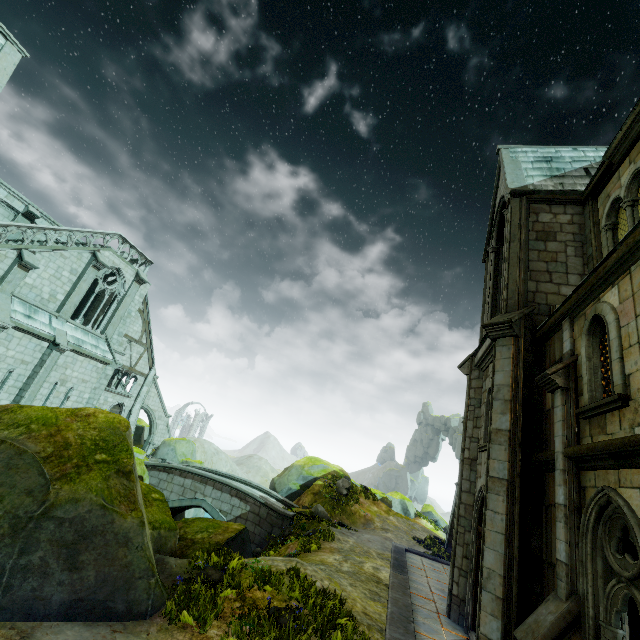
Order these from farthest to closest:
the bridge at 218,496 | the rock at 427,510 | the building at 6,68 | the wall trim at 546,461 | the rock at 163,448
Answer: the rock at 427,510 → the rock at 163,448 → the bridge at 218,496 → the building at 6,68 → the wall trim at 546,461

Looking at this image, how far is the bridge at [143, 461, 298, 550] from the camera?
19.16m

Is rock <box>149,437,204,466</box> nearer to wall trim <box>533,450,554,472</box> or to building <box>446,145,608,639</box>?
building <box>446,145,608,639</box>

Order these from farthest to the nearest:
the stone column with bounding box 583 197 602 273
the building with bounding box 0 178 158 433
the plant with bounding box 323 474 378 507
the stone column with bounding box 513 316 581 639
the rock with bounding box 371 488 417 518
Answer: the rock with bounding box 371 488 417 518
the plant with bounding box 323 474 378 507
the building with bounding box 0 178 158 433
the stone column with bounding box 583 197 602 273
the stone column with bounding box 513 316 581 639

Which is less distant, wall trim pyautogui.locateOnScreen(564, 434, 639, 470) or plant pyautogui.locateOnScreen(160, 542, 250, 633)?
wall trim pyautogui.locateOnScreen(564, 434, 639, 470)

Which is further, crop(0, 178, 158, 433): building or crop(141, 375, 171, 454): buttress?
crop(141, 375, 171, 454): buttress

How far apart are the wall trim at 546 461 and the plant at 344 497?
17.95m

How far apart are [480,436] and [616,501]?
6.34m
